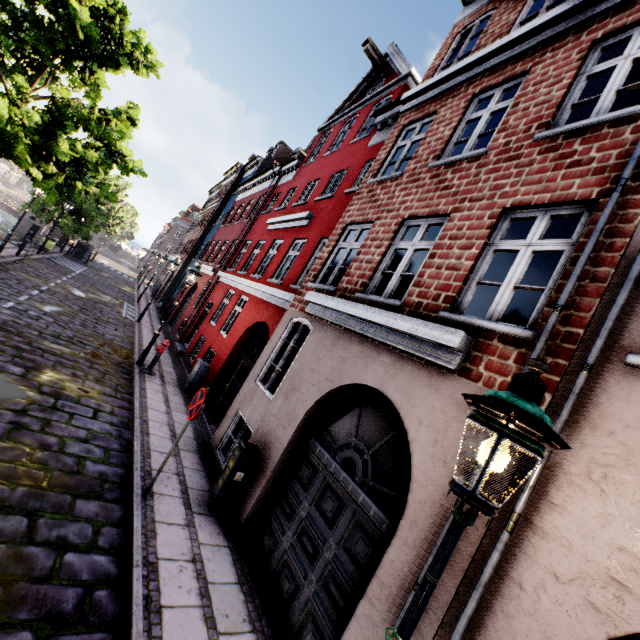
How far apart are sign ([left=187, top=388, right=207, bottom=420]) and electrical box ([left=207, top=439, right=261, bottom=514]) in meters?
1.2 m

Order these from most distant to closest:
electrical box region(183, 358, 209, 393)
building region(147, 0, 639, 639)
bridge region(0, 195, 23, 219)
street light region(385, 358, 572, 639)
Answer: bridge region(0, 195, 23, 219)
electrical box region(183, 358, 209, 393)
building region(147, 0, 639, 639)
street light region(385, 358, 572, 639)

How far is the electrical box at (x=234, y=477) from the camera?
5.70m

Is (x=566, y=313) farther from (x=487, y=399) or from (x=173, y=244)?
(x=173, y=244)

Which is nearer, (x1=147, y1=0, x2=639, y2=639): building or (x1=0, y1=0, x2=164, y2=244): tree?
(x1=147, y1=0, x2=639, y2=639): building

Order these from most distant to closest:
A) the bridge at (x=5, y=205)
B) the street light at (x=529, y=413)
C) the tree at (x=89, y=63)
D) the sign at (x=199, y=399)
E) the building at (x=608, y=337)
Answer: the bridge at (x=5, y=205)
the tree at (x=89, y=63)
the sign at (x=199, y=399)
the building at (x=608, y=337)
the street light at (x=529, y=413)

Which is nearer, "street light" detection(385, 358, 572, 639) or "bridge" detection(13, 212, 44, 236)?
"street light" detection(385, 358, 572, 639)

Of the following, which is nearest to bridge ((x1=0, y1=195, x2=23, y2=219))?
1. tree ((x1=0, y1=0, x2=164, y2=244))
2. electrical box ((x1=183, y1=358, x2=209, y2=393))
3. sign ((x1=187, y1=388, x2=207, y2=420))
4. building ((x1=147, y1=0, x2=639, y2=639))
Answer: tree ((x1=0, y1=0, x2=164, y2=244))
